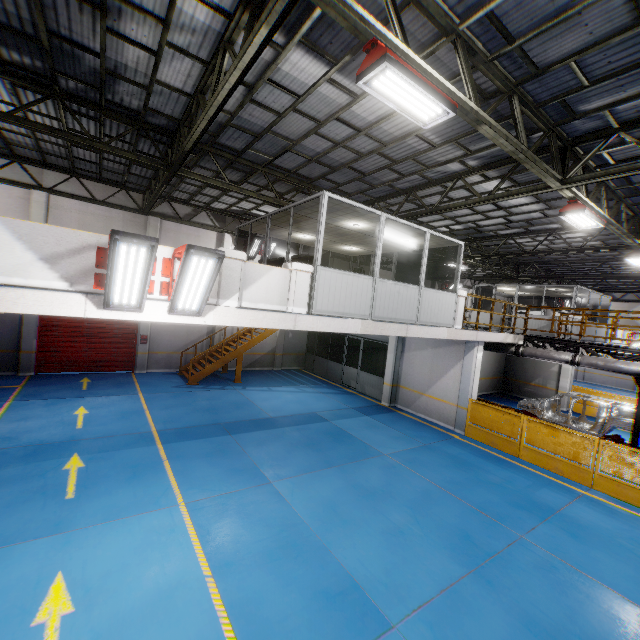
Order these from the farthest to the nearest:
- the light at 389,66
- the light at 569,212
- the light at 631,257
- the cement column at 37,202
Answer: the cement column at 37,202, the light at 631,257, the light at 569,212, the light at 389,66

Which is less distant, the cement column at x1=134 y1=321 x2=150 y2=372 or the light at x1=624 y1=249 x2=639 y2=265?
the light at x1=624 y1=249 x2=639 y2=265

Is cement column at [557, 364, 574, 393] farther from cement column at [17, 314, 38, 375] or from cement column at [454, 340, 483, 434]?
cement column at [17, 314, 38, 375]

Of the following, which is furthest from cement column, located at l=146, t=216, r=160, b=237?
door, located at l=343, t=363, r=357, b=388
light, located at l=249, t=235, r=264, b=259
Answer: door, located at l=343, t=363, r=357, b=388

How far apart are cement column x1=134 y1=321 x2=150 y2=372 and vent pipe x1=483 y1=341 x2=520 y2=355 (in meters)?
A: 15.85

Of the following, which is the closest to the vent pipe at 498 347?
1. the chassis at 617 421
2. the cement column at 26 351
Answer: the chassis at 617 421

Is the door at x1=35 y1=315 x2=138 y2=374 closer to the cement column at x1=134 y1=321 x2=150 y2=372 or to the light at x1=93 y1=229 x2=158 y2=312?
the cement column at x1=134 y1=321 x2=150 y2=372

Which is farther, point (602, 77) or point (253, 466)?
point (253, 466)
